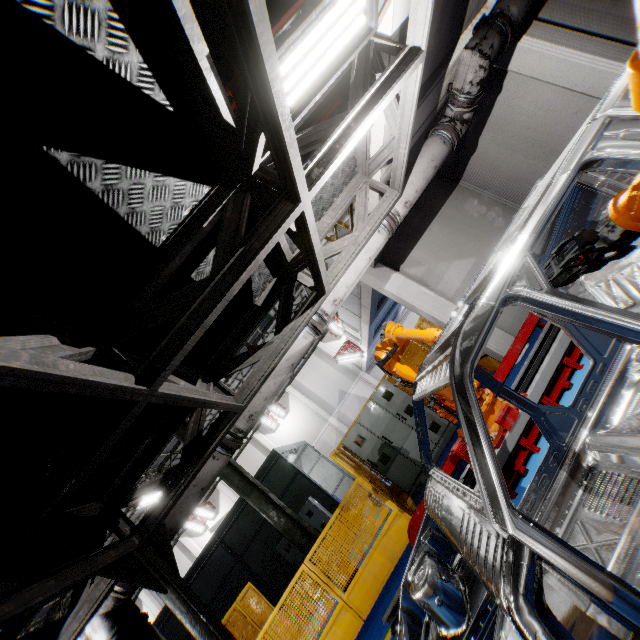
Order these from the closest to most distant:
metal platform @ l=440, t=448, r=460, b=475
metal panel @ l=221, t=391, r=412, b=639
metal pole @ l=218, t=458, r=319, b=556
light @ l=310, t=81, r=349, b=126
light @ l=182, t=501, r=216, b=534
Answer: light @ l=310, t=81, r=349, b=126 → metal platform @ l=440, t=448, r=460, b=475 → metal panel @ l=221, t=391, r=412, b=639 → metal pole @ l=218, t=458, r=319, b=556 → light @ l=182, t=501, r=216, b=534

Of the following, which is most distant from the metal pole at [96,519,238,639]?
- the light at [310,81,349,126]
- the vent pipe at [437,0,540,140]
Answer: the vent pipe at [437,0,540,140]

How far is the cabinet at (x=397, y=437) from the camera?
8.0m

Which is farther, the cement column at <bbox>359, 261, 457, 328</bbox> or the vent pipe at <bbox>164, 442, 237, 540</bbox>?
the cement column at <bbox>359, 261, 457, 328</bbox>

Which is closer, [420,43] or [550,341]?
[420,43]

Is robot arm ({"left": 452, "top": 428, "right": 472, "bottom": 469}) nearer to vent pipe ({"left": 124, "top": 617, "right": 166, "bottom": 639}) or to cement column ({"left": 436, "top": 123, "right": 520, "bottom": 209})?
vent pipe ({"left": 124, "top": 617, "right": 166, "bottom": 639})

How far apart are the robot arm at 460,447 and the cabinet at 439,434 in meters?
3.3 m

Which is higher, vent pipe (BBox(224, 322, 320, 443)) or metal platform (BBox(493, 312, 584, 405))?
vent pipe (BBox(224, 322, 320, 443))
